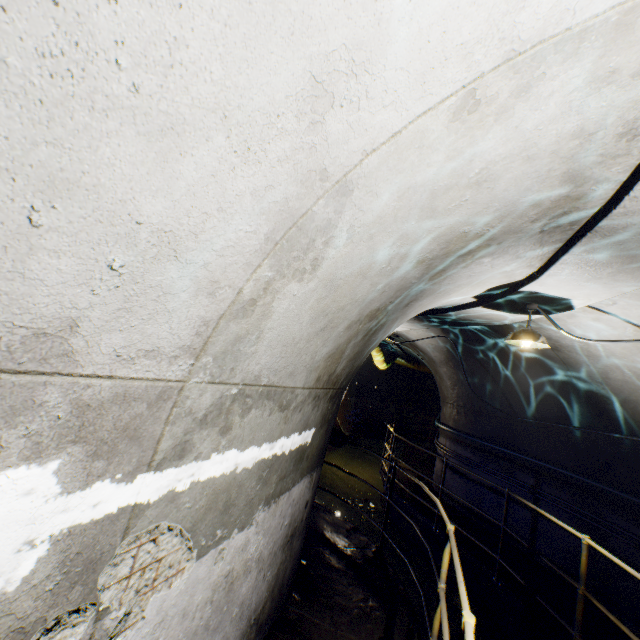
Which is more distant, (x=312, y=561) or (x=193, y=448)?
(x=312, y=561)

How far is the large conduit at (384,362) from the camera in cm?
1077

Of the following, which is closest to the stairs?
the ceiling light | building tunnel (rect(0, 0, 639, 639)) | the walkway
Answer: building tunnel (rect(0, 0, 639, 639))

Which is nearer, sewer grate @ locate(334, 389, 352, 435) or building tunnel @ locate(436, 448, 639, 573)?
building tunnel @ locate(436, 448, 639, 573)

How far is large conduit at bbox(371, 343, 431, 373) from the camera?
10.77m

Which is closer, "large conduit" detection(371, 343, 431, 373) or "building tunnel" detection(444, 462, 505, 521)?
"building tunnel" detection(444, 462, 505, 521)

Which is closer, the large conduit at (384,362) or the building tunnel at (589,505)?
the building tunnel at (589,505)
